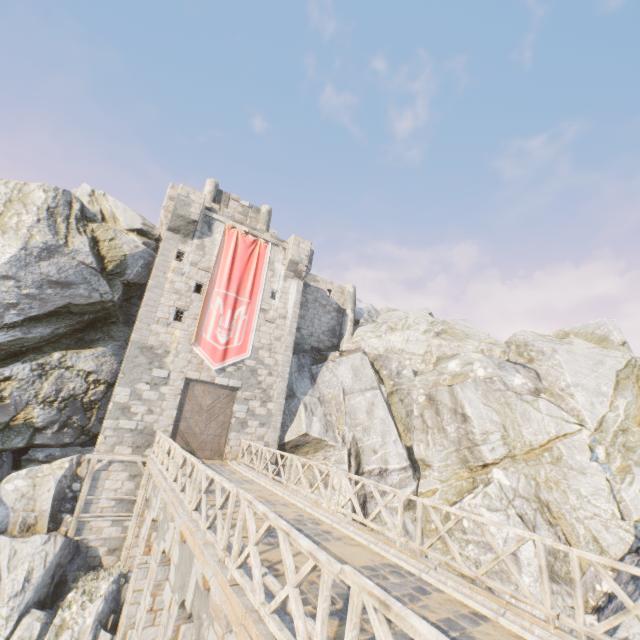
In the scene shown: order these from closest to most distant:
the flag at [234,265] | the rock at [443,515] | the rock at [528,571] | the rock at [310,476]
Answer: the rock at [528,571] → the rock at [443,515] → the flag at [234,265] → the rock at [310,476]

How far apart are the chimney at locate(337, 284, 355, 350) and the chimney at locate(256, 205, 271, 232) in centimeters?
734cm

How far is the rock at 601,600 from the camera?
12.2m

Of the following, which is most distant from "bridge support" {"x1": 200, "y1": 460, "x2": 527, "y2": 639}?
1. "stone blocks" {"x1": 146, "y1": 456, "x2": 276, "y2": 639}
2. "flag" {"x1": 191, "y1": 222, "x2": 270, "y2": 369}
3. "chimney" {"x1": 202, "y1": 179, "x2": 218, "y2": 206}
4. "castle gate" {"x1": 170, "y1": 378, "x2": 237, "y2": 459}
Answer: "chimney" {"x1": 202, "y1": 179, "x2": 218, "y2": 206}

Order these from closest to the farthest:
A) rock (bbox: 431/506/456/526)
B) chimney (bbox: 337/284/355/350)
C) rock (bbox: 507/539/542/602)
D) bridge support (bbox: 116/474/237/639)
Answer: bridge support (bbox: 116/474/237/639)
rock (bbox: 507/539/542/602)
rock (bbox: 431/506/456/526)
chimney (bbox: 337/284/355/350)

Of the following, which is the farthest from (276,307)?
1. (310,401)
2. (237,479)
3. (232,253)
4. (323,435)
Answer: (237,479)

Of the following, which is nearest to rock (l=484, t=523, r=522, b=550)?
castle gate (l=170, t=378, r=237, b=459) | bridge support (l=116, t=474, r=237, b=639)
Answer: bridge support (l=116, t=474, r=237, b=639)

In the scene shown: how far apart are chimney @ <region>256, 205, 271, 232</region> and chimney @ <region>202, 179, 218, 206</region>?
3.2 meters
